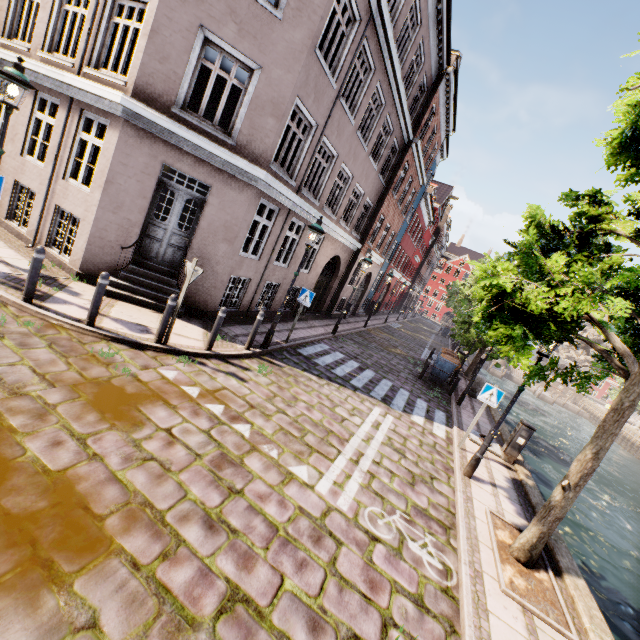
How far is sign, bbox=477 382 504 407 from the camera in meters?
8.2 m

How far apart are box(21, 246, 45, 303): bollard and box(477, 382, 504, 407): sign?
10.1m

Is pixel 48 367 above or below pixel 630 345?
below

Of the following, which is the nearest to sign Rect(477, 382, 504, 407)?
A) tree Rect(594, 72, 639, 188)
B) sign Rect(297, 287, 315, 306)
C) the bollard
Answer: tree Rect(594, 72, 639, 188)

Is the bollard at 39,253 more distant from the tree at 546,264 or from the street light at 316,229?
the tree at 546,264

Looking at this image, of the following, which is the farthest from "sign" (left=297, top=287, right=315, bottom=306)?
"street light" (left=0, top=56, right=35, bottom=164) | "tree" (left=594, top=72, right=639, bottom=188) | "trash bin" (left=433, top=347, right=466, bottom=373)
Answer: "trash bin" (left=433, top=347, right=466, bottom=373)

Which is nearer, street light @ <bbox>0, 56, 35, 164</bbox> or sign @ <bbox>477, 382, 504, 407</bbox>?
street light @ <bbox>0, 56, 35, 164</bbox>

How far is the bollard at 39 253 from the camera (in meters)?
5.82
